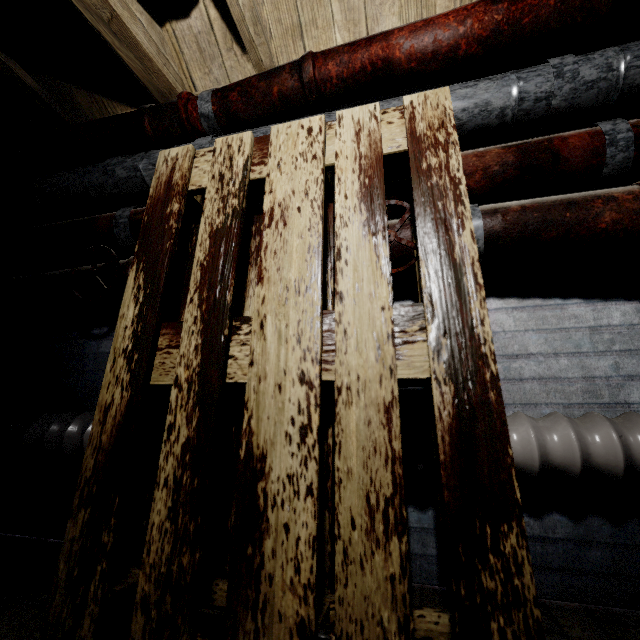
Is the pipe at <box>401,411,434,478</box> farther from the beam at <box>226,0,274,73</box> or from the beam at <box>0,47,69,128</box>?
the beam at <box>0,47,69,128</box>

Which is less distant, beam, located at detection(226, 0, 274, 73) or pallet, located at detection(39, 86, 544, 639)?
pallet, located at detection(39, 86, 544, 639)

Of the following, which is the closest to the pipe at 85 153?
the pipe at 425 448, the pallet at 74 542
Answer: the pallet at 74 542

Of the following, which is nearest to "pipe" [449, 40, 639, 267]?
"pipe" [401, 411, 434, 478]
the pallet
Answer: the pallet

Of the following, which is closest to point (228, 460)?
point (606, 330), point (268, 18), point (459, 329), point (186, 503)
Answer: point (186, 503)

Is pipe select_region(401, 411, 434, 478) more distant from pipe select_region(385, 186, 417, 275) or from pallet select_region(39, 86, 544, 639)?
pipe select_region(385, 186, 417, 275)

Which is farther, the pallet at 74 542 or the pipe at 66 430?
the pipe at 66 430

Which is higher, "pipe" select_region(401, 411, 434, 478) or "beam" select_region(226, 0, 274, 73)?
"beam" select_region(226, 0, 274, 73)
